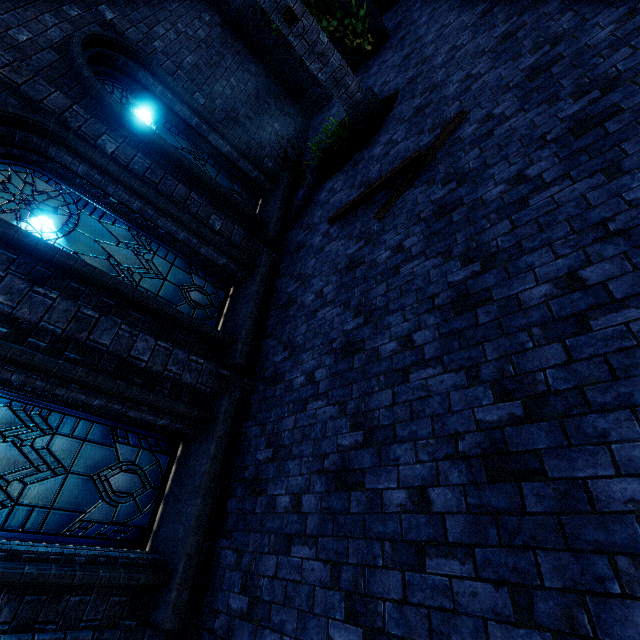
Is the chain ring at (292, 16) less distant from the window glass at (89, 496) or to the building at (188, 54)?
the building at (188, 54)

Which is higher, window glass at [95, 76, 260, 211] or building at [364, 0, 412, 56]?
window glass at [95, 76, 260, 211]

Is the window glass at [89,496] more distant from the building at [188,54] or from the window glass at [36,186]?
the window glass at [36,186]

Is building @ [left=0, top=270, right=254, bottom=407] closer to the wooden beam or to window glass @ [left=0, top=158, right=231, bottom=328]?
window glass @ [left=0, top=158, right=231, bottom=328]

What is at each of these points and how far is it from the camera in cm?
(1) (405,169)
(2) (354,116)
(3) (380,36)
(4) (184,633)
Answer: (1) wooden beam, 502
(2) pillar, 689
(3) building, 929
(4) building, 350

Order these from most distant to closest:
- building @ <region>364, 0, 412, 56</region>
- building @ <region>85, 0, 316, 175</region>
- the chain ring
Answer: building @ <region>364, 0, 412, 56</region>
building @ <region>85, 0, 316, 175</region>
the chain ring

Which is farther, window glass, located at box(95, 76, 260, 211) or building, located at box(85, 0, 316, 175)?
building, located at box(85, 0, 316, 175)

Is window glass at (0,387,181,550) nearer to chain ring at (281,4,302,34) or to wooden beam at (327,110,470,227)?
wooden beam at (327,110,470,227)
